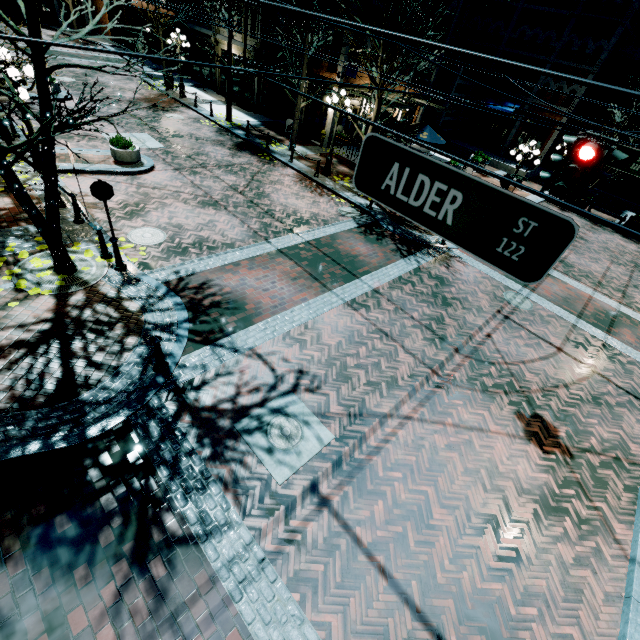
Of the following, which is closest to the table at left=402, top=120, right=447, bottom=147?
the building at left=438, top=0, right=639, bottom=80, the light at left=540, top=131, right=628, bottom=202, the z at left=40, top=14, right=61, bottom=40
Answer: the building at left=438, top=0, right=639, bottom=80

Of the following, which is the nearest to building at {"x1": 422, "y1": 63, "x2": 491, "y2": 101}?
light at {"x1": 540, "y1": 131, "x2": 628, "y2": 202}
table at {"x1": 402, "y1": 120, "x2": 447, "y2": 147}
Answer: table at {"x1": 402, "y1": 120, "x2": 447, "y2": 147}

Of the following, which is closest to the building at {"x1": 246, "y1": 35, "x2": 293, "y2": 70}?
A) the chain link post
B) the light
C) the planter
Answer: the chain link post

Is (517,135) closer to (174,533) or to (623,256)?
(623,256)

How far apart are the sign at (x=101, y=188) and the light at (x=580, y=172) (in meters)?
8.79

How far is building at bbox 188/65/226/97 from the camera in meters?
24.9

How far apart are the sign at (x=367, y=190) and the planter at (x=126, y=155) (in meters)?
13.24

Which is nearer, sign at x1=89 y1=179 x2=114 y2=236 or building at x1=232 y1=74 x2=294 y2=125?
sign at x1=89 y1=179 x2=114 y2=236
